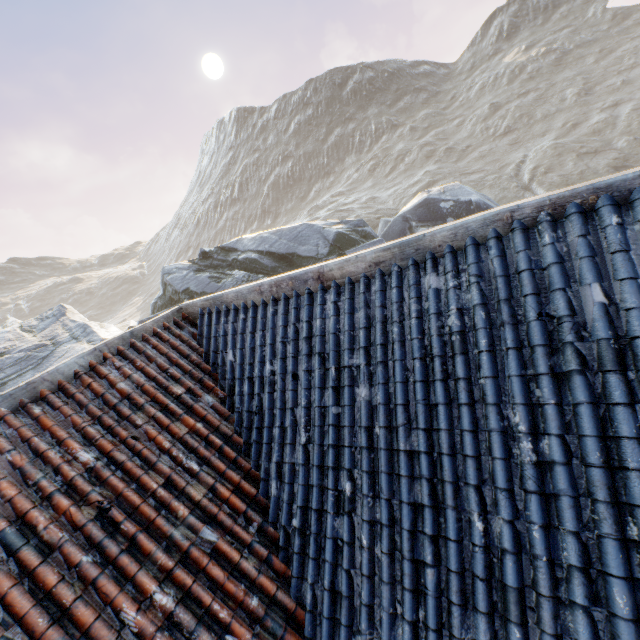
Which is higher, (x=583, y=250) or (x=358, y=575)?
(x=583, y=250)
